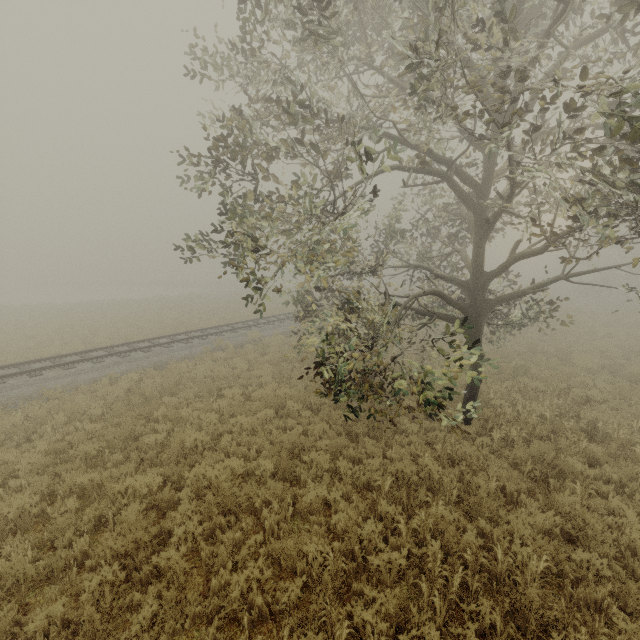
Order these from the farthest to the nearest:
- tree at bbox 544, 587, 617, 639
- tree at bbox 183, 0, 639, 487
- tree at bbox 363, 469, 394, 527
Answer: tree at bbox 363, 469, 394, 527 < tree at bbox 183, 0, 639, 487 < tree at bbox 544, 587, 617, 639

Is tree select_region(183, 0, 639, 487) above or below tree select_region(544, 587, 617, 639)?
above

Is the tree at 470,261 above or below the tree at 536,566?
above

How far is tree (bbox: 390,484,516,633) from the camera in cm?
441

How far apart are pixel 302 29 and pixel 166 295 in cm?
5281

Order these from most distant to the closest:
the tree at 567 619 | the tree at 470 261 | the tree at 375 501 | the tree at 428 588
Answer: the tree at 375 501, the tree at 470 261, the tree at 428 588, the tree at 567 619
